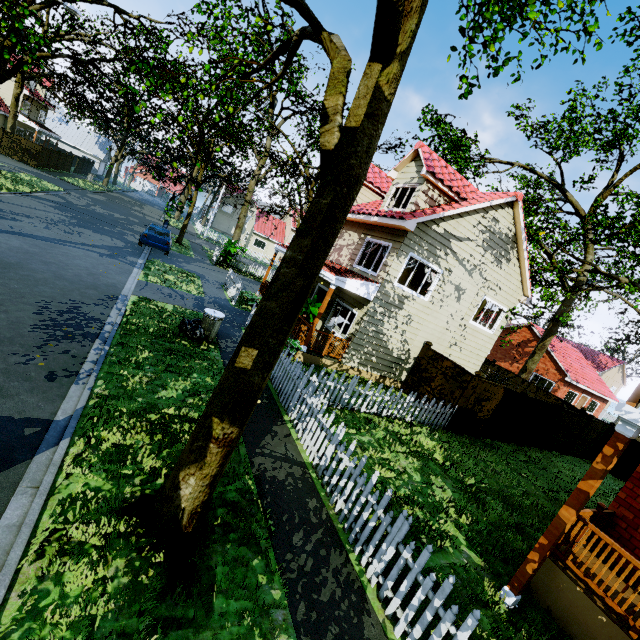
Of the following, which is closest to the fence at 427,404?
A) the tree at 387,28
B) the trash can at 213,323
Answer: the tree at 387,28

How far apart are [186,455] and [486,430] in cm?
1285

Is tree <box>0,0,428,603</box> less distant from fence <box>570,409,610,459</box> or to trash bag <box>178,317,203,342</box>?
fence <box>570,409,610,459</box>

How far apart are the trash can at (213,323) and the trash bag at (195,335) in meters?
0.0 m

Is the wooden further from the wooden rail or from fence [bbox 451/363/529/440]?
fence [bbox 451/363/529/440]

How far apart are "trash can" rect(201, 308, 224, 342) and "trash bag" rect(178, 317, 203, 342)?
0.0m

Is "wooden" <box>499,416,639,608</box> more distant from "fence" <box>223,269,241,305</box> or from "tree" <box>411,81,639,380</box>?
"tree" <box>411,81,639,380</box>

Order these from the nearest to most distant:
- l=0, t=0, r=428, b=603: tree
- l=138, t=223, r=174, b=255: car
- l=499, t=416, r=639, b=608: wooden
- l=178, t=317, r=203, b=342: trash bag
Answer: l=0, t=0, r=428, b=603: tree, l=499, t=416, r=639, b=608: wooden, l=178, t=317, r=203, b=342: trash bag, l=138, t=223, r=174, b=255: car
